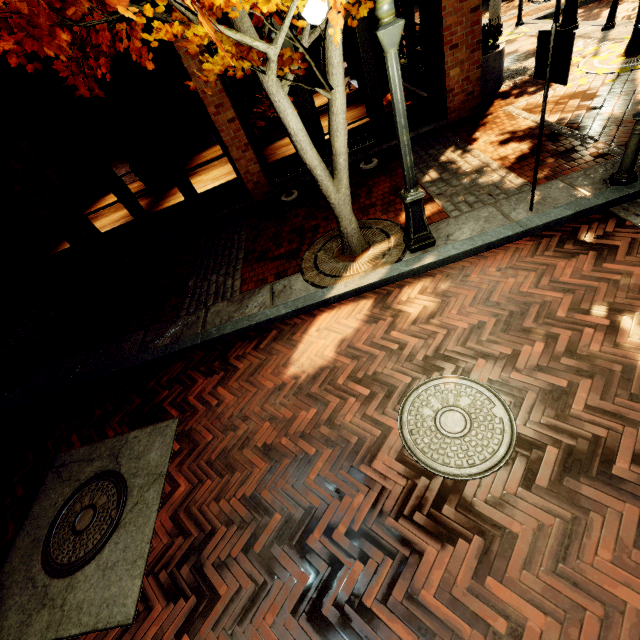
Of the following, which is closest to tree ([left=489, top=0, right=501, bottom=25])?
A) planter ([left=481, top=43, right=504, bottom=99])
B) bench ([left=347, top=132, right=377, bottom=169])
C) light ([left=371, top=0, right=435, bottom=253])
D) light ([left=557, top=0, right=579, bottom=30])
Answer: light ([left=371, top=0, right=435, bottom=253])

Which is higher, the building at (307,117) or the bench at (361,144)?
the building at (307,117)

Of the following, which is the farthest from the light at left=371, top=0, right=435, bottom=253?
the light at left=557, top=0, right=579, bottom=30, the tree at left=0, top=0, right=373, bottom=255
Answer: the light at left=557, top=0, right=579, bottom=30

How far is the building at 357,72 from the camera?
6.4m

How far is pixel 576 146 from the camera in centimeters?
525cm

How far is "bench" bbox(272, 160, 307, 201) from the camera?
7.2m

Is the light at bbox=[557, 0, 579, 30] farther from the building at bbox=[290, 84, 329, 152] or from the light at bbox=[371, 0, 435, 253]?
the light at bbox=[371, 0, 435, 253]

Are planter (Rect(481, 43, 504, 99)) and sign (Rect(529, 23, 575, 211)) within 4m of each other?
no
